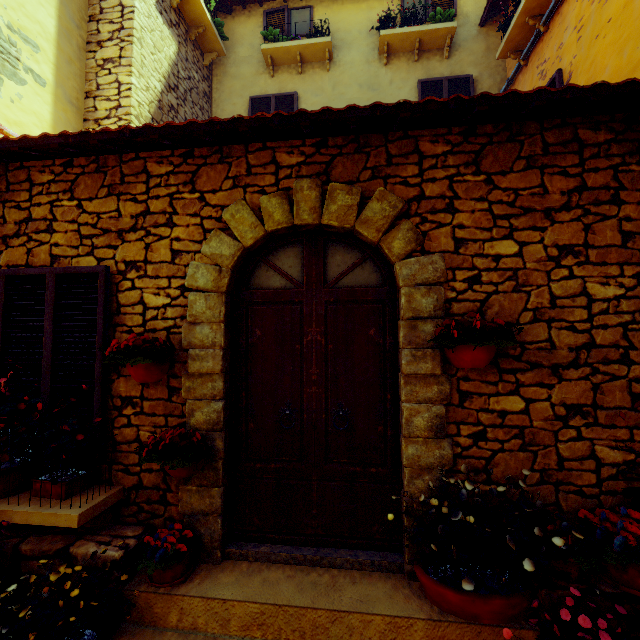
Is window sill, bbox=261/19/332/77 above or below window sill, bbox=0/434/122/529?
above

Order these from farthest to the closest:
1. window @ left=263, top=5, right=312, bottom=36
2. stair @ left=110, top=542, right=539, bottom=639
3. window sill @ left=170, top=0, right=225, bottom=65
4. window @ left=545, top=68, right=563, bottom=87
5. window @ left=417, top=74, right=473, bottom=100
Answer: window @ left=263, top=5, right=312, bottom=36
window @ left=417, top=74, right=473, bottom=100
window sill @ left=170, top=0, right=225, bottom=65
window @ left=545, top=68, right=563, bottom=87
stair @ left=110, top=542, right=539, bottom=639

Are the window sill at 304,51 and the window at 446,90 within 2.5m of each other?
yes

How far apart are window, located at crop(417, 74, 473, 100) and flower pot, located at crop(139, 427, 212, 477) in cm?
675

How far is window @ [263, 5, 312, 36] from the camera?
7.2 meters

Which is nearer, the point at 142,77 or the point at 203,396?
the point at 203,396

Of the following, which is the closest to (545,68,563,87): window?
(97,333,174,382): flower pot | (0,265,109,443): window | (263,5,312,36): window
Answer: (0,265,109,443): window

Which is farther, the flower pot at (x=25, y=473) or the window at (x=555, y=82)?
the window at (x=555, y=82)
